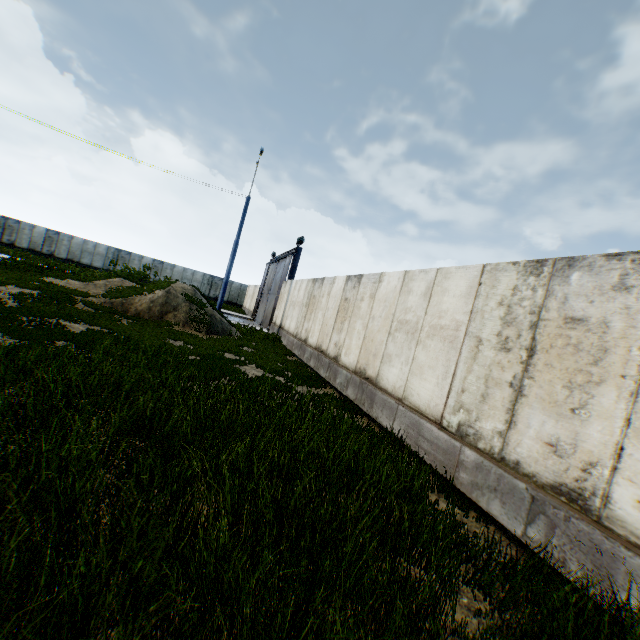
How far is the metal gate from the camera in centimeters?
2183cm

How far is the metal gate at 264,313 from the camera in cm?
2183

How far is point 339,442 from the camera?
5.0 meters
